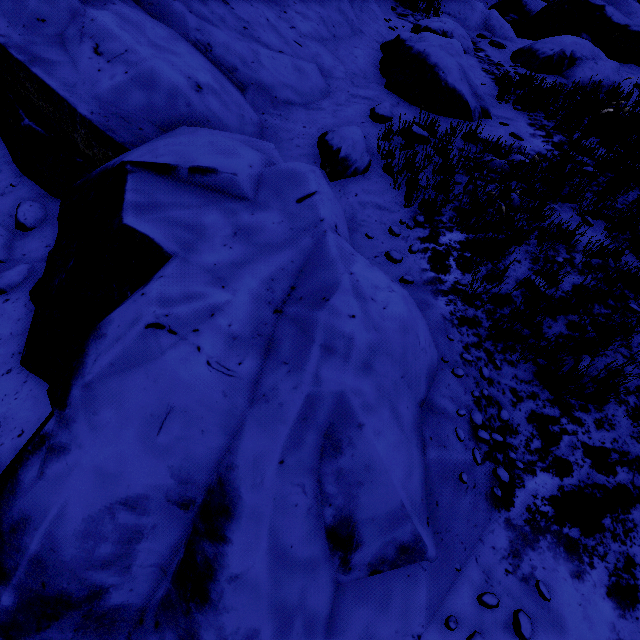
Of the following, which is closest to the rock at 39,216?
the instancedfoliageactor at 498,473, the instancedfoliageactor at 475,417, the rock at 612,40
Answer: the instancedfoliageactor at 475,417

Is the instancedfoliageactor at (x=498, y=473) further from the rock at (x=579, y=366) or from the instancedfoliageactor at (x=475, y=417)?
the instancedfoliageactor at (x=475, y=417)

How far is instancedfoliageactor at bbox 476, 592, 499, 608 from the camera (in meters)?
2.33

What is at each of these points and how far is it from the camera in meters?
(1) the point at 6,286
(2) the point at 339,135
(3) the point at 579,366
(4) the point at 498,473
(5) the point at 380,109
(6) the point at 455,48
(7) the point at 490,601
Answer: (1) rock, 3.7
(2) rock, 4.9
(3) rock, 3.3
(4) instancedfoliageactor, 2.7
(5) rock, 5.8
(6) rock, 6.4
(7) instancedfoliageactor, 2.3

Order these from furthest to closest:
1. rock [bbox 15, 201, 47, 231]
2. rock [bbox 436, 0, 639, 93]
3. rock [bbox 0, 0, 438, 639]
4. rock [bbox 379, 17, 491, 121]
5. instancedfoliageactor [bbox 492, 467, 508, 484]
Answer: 1. rock [bbox 436, 0, 639, 93]
2. rock [bbox 379, 17, 491, 121]
3. rock [bbox 15, 201, 47, 231]
4. instancedfoliageactor [bbox 492, 467, 508, 484]
5. rock [bbox 0, 0, 438, 639]

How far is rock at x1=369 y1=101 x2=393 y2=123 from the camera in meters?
5.7 m

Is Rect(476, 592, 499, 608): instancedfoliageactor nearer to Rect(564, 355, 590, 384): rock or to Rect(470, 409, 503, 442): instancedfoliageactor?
Rect(564, 355, 590, 384): rock

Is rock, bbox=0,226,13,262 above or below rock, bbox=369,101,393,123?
below
